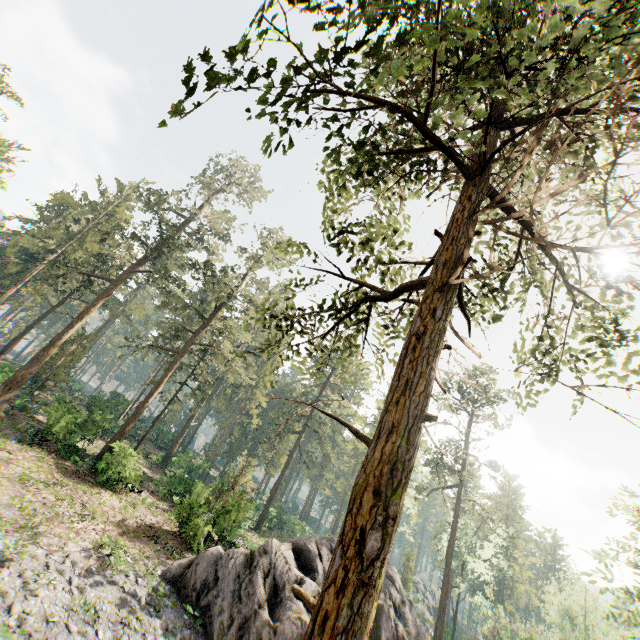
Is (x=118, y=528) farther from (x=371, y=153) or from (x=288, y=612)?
(x=371, y=153)

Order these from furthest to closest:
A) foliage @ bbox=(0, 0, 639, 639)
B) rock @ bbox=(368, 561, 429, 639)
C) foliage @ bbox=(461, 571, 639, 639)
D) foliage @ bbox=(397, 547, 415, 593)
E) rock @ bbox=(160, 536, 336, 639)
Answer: foliage @ bbox=(397, 547, 415, 593) < rock @ bbox=(368, 561, 429, 639) < foliage @ bbox=(461, 571, 639, 639) < rock @ bbox=(160, 536, 336, 639) < foliage @ bbox=(0, 0, 639, 639)

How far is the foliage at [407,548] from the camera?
46.1 meters

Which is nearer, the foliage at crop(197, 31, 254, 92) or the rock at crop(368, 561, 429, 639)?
the foliage at crop(197, 31, 254, 92)

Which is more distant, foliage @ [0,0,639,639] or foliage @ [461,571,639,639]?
foliage @ [461,571,639,639]

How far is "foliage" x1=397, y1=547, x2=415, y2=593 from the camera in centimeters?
4606cm
